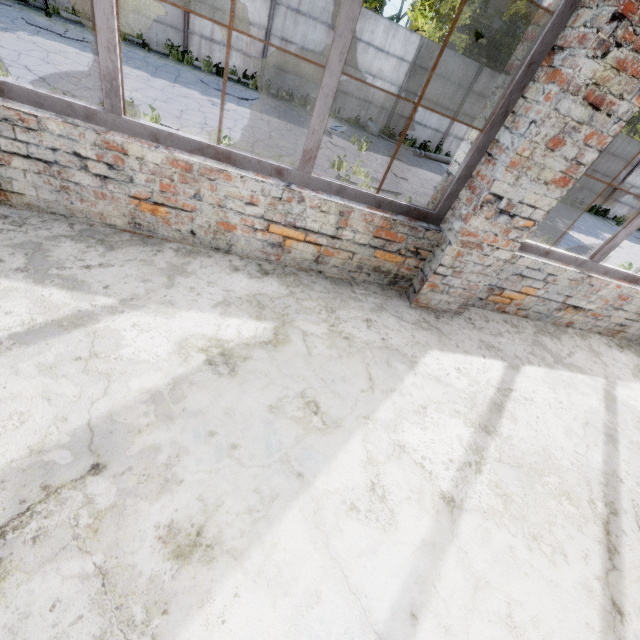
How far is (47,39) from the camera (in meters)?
9.19

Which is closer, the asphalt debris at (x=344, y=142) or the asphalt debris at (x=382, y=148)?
the asphalt debris at (x=344, y=142)

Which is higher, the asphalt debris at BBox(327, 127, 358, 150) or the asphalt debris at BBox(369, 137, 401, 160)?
the asphalt debris at BBox(369, 137, 401, 160)

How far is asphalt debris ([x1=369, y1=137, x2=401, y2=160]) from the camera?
12.58m

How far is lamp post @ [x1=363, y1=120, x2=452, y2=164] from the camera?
13.96m

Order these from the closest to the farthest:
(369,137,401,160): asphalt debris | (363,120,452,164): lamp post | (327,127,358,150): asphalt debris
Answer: (327,127,358,150): asphalt debris < (369,137,401,160): asphalt debris < (363,120,452,164): lamp post

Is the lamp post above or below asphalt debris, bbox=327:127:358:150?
above

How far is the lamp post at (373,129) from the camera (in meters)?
13.96
